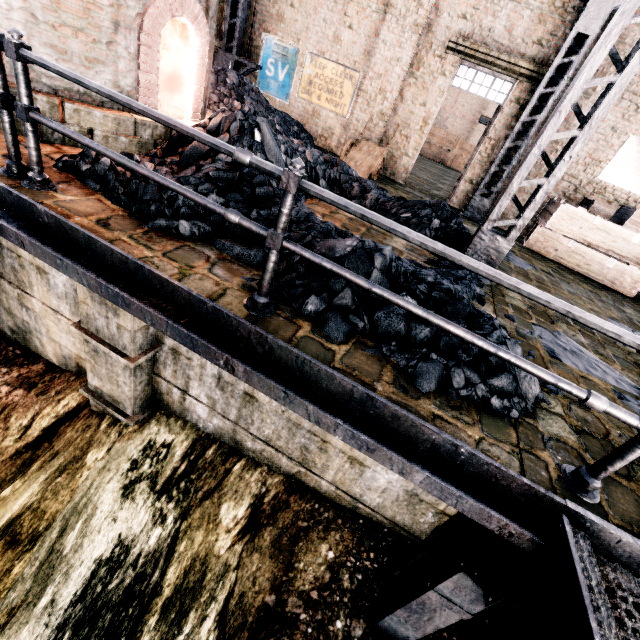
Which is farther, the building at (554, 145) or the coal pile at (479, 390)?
the building at (554, 145)

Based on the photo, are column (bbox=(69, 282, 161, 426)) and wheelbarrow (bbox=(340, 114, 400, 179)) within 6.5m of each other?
no

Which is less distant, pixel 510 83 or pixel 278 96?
pixel 510 83

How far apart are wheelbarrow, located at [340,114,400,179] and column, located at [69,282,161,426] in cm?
747

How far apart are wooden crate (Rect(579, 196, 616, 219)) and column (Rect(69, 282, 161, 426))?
11.3 meters

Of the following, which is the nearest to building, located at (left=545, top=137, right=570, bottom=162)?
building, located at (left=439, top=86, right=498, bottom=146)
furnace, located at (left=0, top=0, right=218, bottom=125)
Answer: furnace, located at (left=0, top=0, right=218, bottom=125)

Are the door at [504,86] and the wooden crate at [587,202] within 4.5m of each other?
yes

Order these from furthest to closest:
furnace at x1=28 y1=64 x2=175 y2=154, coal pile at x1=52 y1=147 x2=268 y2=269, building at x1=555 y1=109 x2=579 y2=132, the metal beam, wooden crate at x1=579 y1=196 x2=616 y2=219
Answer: building at x1=555 y1=109 x2=579 y2=132 → wooden crate at x1=579 y1=196 x2=616 y2=219 → furnace at x1=28 y1=64 x2=175 y2=154 → coal pile at x1=52 y1=147 x2=268 y2=269 → the metal beam
